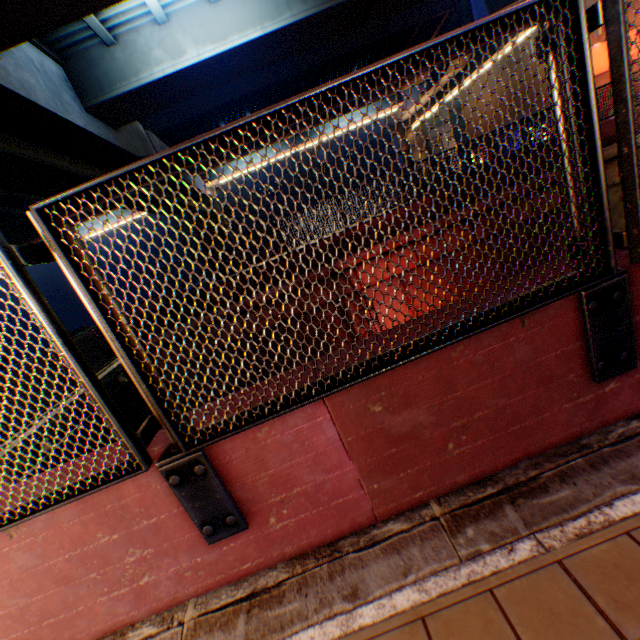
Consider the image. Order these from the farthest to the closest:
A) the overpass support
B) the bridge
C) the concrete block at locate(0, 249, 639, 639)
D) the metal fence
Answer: the bridge
the overpass support
the concrete block at locate(0, 249, 639, 639)
the metal fence

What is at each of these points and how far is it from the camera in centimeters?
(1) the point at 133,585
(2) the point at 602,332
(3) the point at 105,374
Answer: (1) concrete block, 192cm
(2) metal fence, 172cm
(3) bridge, 1043cm

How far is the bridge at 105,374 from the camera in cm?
1049

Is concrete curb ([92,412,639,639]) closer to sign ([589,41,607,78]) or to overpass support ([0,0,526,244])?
overpass support ([0,0,526,244])

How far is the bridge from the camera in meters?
10.5

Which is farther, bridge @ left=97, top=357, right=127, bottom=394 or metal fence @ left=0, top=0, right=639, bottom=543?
bridge @ left=97, top=357, right=127, bottom=394

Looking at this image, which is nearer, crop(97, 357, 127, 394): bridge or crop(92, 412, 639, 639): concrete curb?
crop(92, 412, 639, 639): concrete curb

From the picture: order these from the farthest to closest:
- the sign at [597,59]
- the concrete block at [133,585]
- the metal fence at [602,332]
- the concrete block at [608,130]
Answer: the sign at [597,59] → the concrete block at [608,130] → the concrete block at [133,585] → the metal fence at [602,332]
